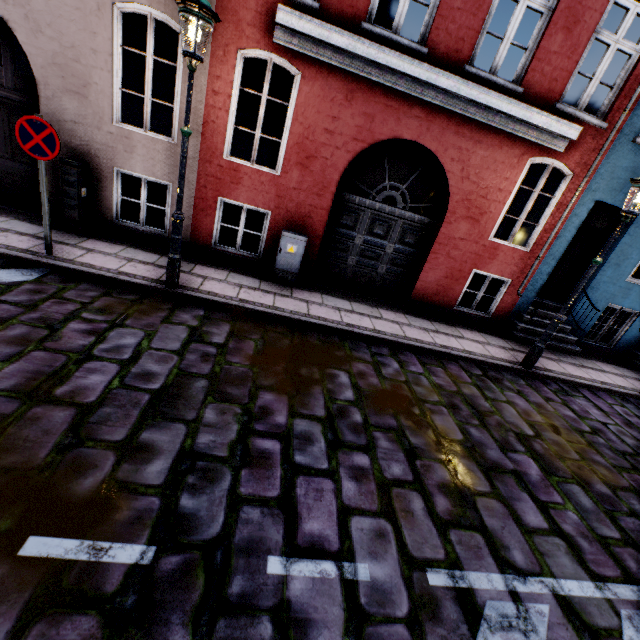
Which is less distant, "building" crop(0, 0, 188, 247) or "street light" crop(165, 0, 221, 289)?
"street light" crop(165, 0, 221, 289)

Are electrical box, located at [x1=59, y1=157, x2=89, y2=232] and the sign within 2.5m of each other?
yes

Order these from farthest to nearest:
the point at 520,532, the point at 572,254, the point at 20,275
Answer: the point at 572,254, the point at 20,275, the point at 520,532

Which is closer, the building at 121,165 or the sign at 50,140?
the sign at 50,140

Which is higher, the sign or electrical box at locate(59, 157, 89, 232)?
the sign

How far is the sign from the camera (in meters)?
4.34

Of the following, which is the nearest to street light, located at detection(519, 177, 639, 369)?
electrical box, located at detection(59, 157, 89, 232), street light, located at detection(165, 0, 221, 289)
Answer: street light, located at detection(165, 0, 221, 289)

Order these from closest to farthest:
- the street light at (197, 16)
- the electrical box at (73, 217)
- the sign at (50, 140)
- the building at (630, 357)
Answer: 1. the street light at (197, 16)
2. the sign at (50, 140)
3. the electrical box at (73, 217)
4. the building at (630, 357)
